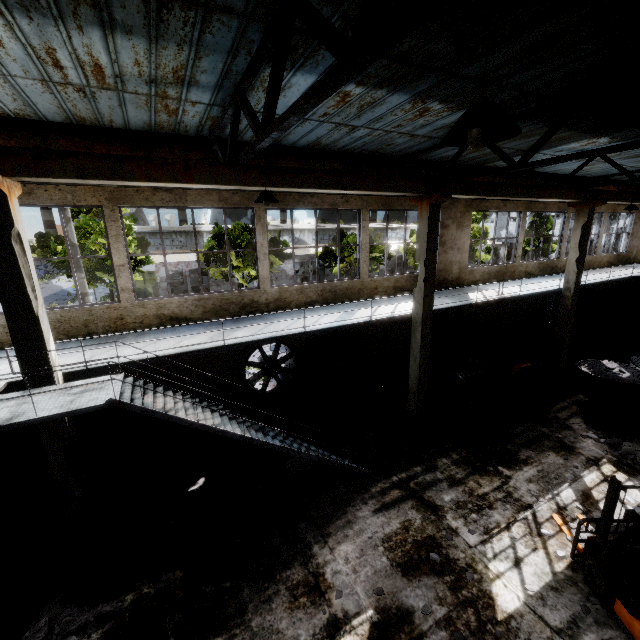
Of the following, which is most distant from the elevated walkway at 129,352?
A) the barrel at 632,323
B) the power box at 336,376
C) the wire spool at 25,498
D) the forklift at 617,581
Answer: the forklift at 617,581

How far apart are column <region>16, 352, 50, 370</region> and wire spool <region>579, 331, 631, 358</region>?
22.6 meters

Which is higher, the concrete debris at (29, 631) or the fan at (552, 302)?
the fan at (552, 302)

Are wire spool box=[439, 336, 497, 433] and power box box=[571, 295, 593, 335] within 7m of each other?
no

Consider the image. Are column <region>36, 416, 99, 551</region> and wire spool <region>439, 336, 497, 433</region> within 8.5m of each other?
no

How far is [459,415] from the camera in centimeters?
1075cm

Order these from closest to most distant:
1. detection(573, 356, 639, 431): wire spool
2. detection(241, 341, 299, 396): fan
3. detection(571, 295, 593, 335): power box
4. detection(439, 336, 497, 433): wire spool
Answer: detection(439, 336, 497, 433): wire spool
detection(573, 356, 639, 431): wire spool
detection(241, 341, 299, 396): fan
detection(571, 295, 593, 335): power box

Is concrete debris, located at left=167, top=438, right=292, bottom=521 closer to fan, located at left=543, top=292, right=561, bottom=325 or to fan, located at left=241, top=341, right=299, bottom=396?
fan, located at left=241, top=341, right=299, bottom=396
